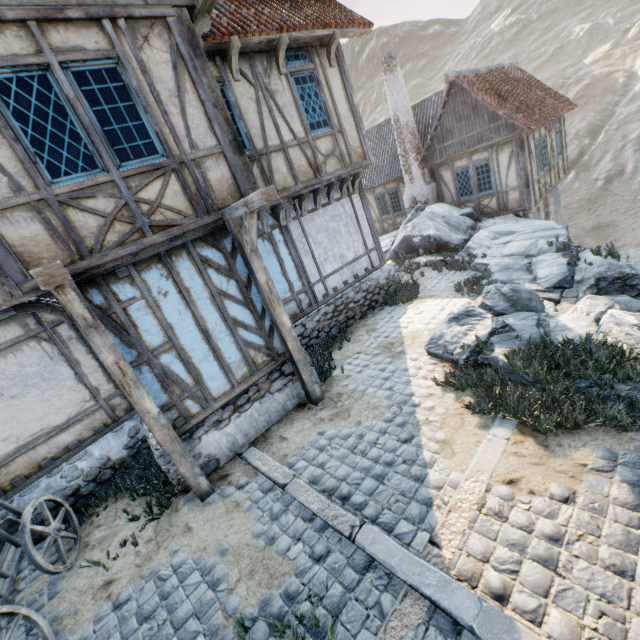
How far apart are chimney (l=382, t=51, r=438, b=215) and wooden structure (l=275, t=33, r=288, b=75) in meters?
9.5

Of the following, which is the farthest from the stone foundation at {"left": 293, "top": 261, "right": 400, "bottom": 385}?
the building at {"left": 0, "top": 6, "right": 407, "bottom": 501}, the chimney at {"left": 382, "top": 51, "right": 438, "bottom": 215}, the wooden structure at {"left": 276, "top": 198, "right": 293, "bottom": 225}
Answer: the chimney at {"left": 382, "top": 51, "right": 438, "bottom": 215}

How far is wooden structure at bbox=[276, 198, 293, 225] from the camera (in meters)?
7.68

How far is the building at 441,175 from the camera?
13.2 meters

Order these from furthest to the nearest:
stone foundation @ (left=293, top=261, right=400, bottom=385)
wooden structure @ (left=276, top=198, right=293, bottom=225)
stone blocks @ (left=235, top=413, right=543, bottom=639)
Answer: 1. stone foundation @ (left=293, top=261, right=400, bottom=385)
2. wooden structure @ (left=276, top=198, right=293, bottom=225)
3. stone blocks @ (left=235, top=413, right=543, bottom=639)

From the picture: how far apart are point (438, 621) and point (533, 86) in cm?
→ 2127

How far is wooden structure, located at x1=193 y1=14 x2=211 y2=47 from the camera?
5.1m

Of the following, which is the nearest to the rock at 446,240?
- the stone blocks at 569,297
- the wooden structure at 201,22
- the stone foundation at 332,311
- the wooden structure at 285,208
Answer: the stone blocks at 569,297
